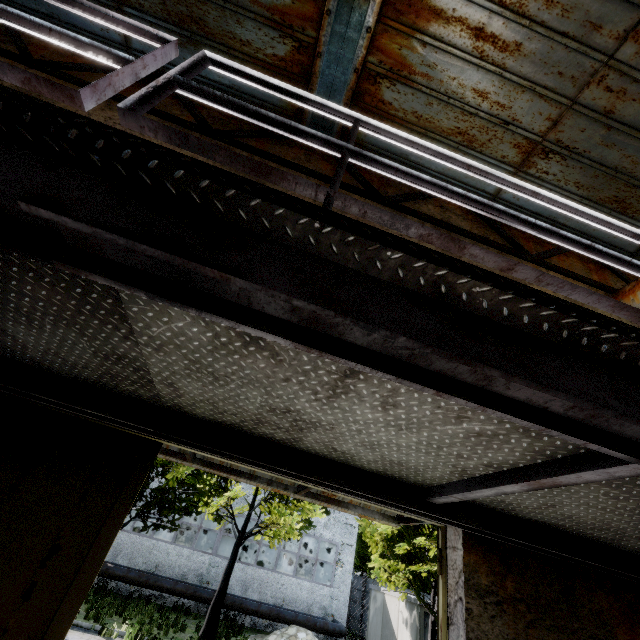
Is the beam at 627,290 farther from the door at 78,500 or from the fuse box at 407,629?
the fuse box at 407,629

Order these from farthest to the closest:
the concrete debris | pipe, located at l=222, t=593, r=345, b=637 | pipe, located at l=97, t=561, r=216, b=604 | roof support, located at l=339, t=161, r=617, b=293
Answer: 1. pipe, located at l=222, t=593, r=345, b=637
2. pipe, located at l=97, t=561, r=216, b=604
3. the concrete debris
4. roof support, located at l=339, t=161, r=617, b=293

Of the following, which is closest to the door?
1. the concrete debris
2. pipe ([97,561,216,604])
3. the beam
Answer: the beam

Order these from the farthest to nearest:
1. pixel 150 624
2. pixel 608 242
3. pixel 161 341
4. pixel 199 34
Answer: pixel 150 624
pixel 608 242
pixel 199 34
pixel 161 341

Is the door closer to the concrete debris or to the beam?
the beam

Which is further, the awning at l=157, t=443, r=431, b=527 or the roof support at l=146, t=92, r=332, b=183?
the roof support at l=146, t=92, r=332, b=183

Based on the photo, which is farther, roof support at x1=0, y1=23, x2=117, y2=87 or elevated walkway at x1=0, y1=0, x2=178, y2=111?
roof support at x1=0, y1=23, x2=117, y2=87

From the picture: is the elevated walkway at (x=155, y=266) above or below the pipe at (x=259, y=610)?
above
